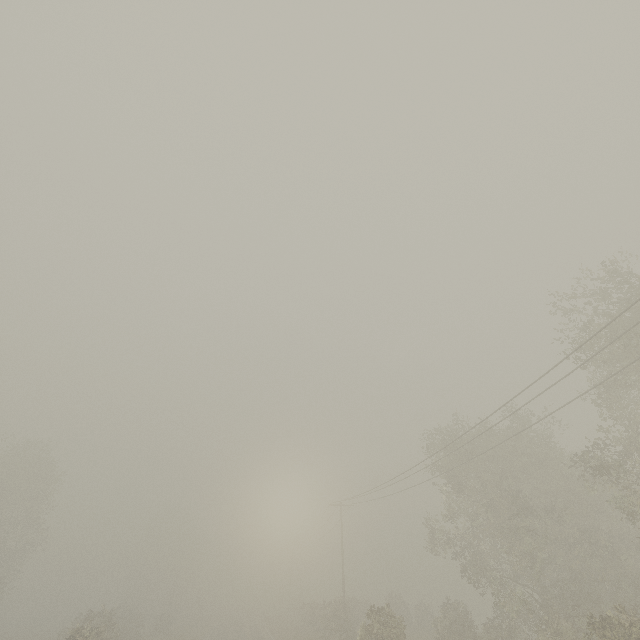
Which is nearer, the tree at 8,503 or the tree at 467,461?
the tree at 467,461

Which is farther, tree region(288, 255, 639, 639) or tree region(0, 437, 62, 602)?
tree region(0, 437, 62, 602)

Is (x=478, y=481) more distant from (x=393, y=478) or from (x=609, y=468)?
(x=609, y=468)
